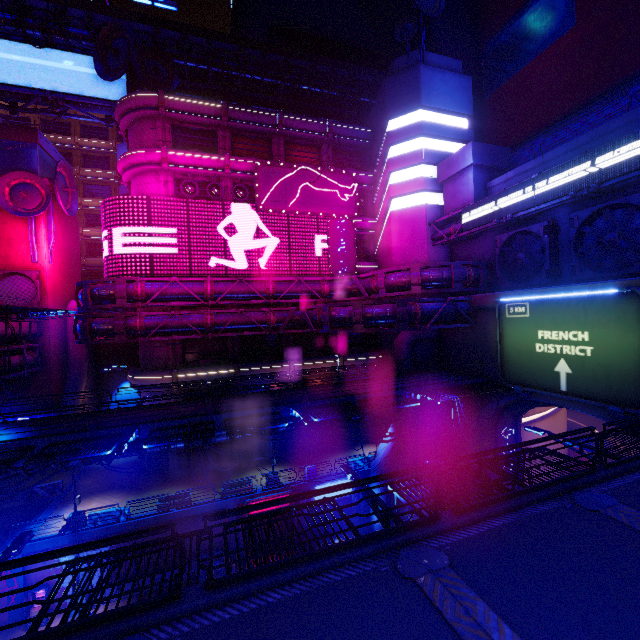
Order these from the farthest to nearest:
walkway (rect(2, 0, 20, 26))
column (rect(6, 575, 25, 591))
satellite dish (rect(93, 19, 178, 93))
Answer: walkway (rect(2, 0, 20, 26))
satellite dish (rect(93, 19, 178, 93))
column (rect(6, 575, 25, 591))

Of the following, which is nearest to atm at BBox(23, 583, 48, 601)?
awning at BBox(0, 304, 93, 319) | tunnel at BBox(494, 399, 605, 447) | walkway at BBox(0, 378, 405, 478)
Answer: walkway at BBox(0, 378, 405, 478)

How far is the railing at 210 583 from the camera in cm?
556

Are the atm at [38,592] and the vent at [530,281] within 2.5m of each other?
no

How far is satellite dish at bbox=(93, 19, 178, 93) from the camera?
26.70m

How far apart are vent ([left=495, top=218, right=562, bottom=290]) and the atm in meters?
35.5 m

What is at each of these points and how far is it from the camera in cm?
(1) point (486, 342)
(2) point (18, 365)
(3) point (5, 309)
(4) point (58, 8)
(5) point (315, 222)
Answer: (1) wall arch, 2280
(2) pipe, 2681
(3) awning, 2095
(4) walkway, 2861
(5) sign, 3030

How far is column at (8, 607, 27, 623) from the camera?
19.1 meters
